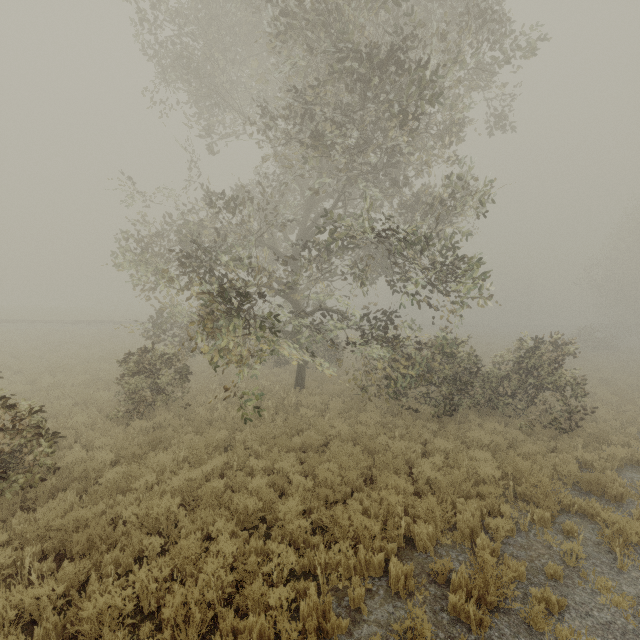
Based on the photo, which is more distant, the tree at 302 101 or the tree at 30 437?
the tree at 302 101

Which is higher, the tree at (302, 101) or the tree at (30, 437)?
the tree at (302, 101)

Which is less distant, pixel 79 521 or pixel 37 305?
pixel 79 521

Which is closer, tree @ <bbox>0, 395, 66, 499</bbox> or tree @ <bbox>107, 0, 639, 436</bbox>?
tree @ <bbox>0, 395, 66, 499</bbox>

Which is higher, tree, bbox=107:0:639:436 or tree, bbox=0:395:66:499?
tree, bbox=107:0:639:436
